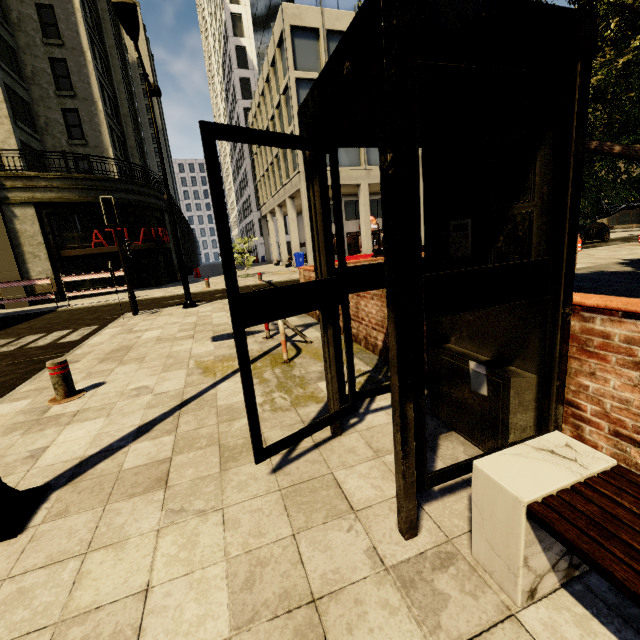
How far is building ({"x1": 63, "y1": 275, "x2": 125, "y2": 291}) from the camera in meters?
19.1 m

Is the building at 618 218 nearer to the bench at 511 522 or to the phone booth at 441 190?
the phone booth at 441 190

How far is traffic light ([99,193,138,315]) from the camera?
10.06m

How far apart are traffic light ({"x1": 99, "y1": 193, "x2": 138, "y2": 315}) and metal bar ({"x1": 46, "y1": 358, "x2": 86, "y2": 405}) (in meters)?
6.97

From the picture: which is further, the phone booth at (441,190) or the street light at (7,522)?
the street light at (7,522)

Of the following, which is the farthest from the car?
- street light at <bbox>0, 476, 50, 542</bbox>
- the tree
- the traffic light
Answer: street light at <bbox>0, 476, 50, 542</bbox>

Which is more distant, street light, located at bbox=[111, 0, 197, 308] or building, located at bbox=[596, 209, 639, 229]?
building, located at bbox=[596, 209, 639, 229]

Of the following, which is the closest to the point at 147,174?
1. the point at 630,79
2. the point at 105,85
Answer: the point at 105,85
